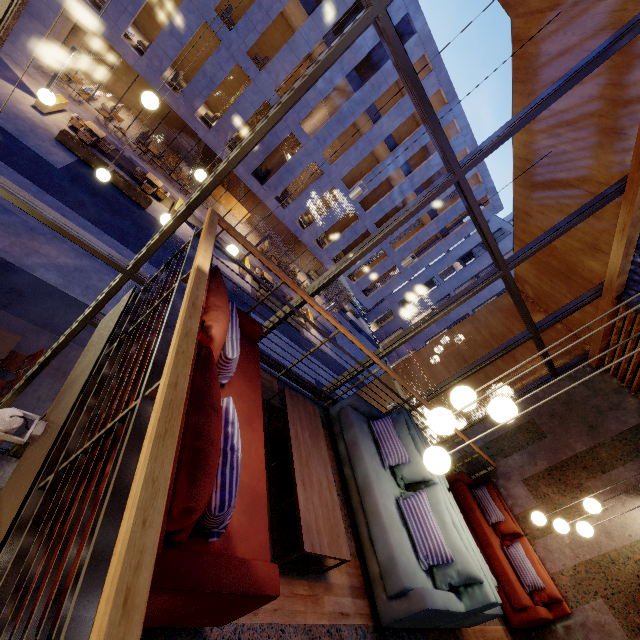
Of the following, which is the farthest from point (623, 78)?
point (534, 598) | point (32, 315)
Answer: point (32, 315)

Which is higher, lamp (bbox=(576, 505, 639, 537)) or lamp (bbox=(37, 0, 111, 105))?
lamp (bbox=(576, 505, 639, 537))

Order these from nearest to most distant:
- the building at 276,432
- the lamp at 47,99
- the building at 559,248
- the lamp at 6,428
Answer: the lamp at 6,428
the building at 276,432
the lamp at 47,99
the building at 559,248

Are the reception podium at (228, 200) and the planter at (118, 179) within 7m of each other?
no

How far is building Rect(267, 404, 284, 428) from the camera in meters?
3.6

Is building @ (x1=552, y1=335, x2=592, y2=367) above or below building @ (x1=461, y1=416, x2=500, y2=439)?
above

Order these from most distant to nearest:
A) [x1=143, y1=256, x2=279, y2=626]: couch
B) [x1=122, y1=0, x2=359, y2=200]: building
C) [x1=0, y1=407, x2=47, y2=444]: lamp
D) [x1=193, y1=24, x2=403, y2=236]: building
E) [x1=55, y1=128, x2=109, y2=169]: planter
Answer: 1. [x1=193, y1=24, x2=403, y2=236]: building
2. [x1=122, y1=0, x2=359, y2=200]: building
3. [x1=55, y1=128, x2=109, y2=169]: planter
4. [x1=0, y1=407, x2=47, y2=444]: lamp
5. [x1=143, y1=256, x2=279, y2=626]: couch

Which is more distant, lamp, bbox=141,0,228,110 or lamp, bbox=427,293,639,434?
lamp, bbox=141,0,228,110
